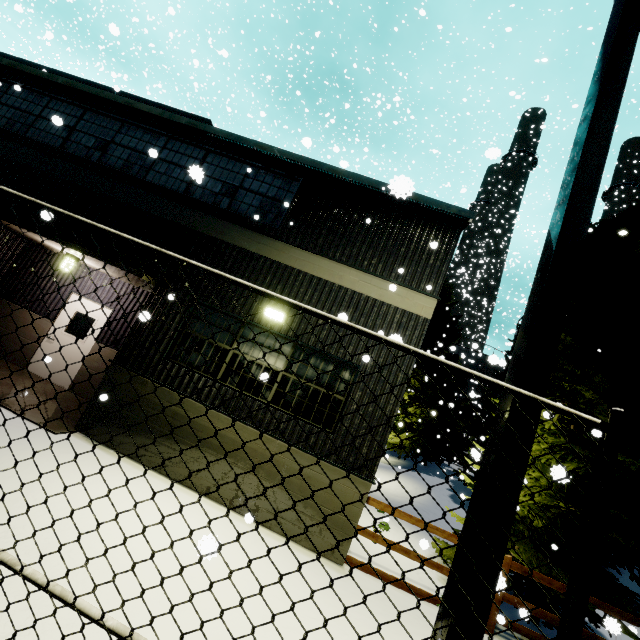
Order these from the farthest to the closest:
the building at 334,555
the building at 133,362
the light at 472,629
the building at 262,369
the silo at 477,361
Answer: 1. the silo at 477,361
2. the building at 133,362
3. the building at 334,555
4. the building at 262,369
5. the light at 472,629

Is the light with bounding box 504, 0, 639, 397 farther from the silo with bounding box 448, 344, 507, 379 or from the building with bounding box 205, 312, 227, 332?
the silo with bounding box 448, 344, 507, 379

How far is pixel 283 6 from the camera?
21.8m

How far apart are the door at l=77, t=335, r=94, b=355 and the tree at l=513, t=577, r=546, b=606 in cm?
1062

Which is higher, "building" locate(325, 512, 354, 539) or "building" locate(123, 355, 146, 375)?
"building" locate(123, 355, 146, 375)

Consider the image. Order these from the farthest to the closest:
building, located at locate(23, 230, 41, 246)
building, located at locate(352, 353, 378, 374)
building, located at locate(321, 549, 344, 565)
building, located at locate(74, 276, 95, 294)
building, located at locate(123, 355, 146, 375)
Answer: building, located at locate(74, 276, 95, 294)
building, located at locate(23, 230, 41, 246)
building, located at locate(123, 355, 146, 375)
building, located at locate(321, 549, 344, 565)
building, located at locate(352, 353, 378, 374)

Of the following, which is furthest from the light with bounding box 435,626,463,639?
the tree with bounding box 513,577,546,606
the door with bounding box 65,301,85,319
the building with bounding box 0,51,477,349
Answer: the door with bounding box 65,301,85,319

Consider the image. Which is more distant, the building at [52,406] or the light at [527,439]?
the building at [52,406]
